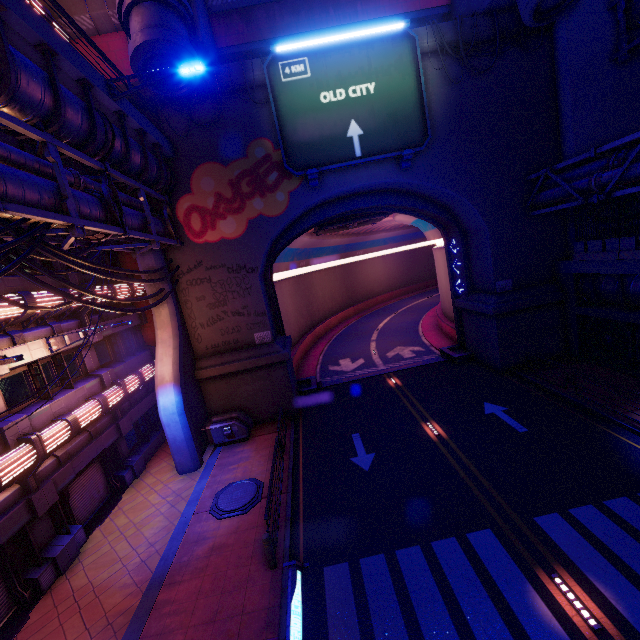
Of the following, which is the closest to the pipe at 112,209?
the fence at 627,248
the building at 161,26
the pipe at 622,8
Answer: the building at 161,26

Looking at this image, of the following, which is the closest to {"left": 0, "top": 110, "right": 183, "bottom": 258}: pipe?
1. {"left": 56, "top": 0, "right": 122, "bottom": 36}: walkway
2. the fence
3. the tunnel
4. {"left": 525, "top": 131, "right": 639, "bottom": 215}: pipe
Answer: the tunnel

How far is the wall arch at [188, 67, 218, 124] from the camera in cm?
1571

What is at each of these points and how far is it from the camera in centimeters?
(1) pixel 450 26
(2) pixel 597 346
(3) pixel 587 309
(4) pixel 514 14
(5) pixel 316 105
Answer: (1) wall arch, 1602cm
(2) vent, 1780cm
(3) beam, 1712cm
(4) wall arch, 1609cm
(5) sign, 1598cm

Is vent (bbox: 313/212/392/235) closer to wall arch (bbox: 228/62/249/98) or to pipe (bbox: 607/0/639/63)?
wall arch (bbox: 228/62/249/98)

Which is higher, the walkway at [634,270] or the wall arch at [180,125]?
the wall arch at [180,125]

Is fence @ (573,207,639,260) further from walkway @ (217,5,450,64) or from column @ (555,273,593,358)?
walkway @ (217,5,450,64)

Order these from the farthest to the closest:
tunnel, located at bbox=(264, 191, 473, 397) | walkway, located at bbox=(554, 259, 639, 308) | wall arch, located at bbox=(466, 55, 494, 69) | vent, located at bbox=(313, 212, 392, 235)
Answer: vent, located at bbox=(313, 212, 392, 235)
tunnel, located at bbox=(264, 191, 473, 397)
wall arch, located at bbox=(466, 55, 494, 69)
walkway, located at bbox=(554, 259, 639, 308)
